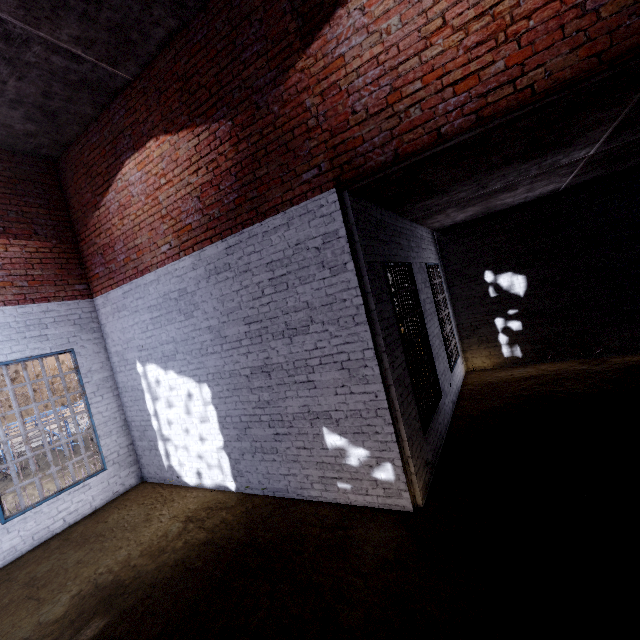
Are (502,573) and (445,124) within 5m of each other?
yes

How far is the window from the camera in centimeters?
717cm

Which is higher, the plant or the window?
the window

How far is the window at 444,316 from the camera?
7.17m

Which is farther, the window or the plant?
the window

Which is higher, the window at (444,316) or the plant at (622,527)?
the window at (444,316)
